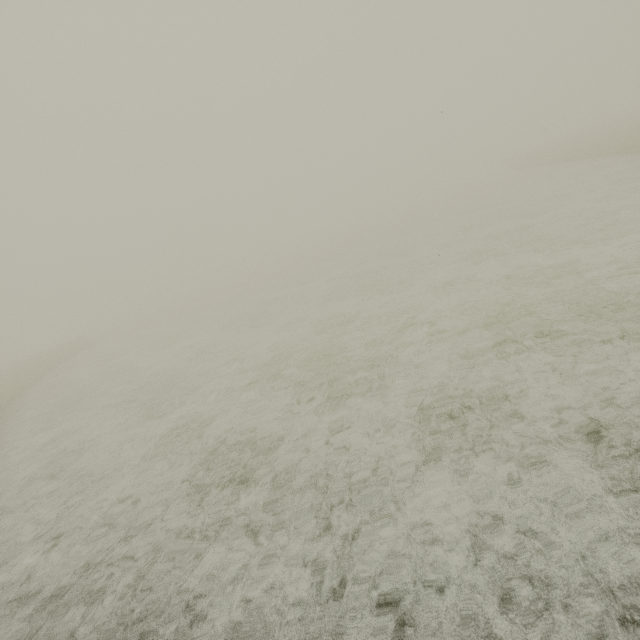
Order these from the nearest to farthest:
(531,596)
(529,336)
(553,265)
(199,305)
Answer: (531,596) → (529,336) → (553,265) → (199,305)
